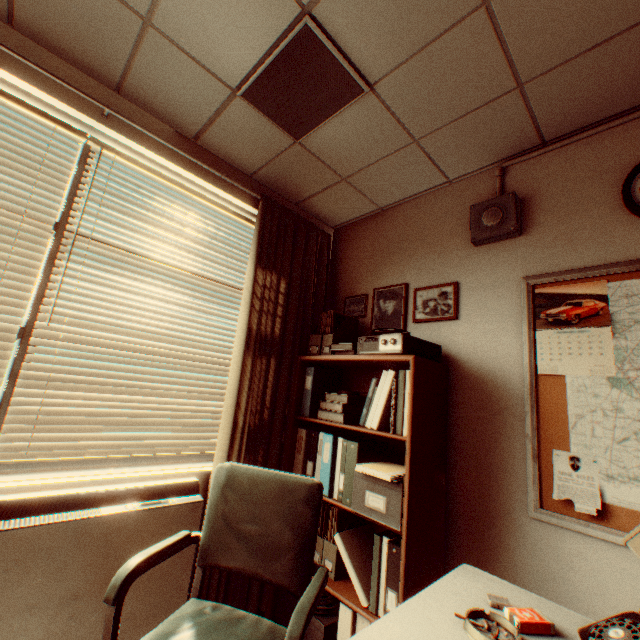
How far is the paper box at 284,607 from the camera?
2.23m

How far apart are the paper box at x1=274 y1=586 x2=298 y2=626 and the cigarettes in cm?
137

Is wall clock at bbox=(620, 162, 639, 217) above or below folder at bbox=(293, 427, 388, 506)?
above

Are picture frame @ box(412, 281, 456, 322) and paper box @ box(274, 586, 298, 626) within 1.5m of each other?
no

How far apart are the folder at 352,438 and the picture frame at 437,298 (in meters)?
1.00

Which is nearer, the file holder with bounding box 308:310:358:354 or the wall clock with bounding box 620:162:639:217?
the wall clock with bounding box 620:162:639:217

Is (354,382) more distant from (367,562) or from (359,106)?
(359,106)

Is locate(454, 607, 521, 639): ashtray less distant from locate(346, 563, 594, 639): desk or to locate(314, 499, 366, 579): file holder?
locate(346, 563, 594, 639): desk
